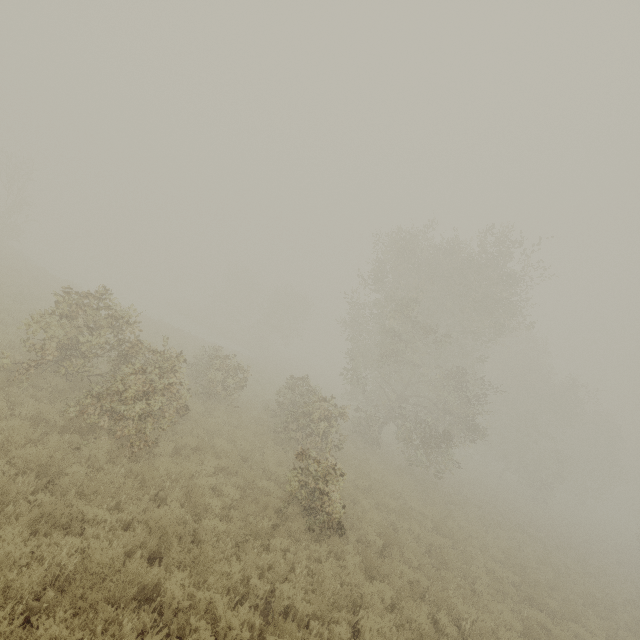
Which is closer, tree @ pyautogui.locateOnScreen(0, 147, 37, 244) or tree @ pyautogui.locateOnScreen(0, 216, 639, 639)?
tree @ pyautogui.locateOnScreen(0, 216, 639, 639)

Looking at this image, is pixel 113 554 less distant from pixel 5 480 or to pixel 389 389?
pixel 5 480

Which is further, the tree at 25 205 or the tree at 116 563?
the tree at 25 205
